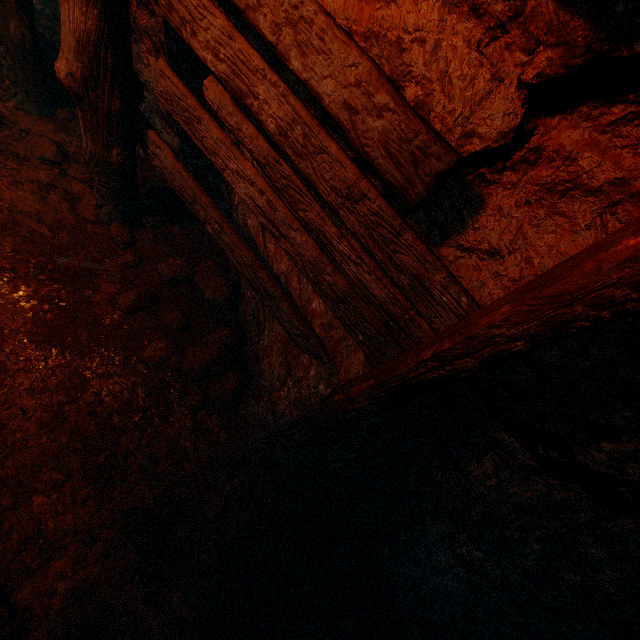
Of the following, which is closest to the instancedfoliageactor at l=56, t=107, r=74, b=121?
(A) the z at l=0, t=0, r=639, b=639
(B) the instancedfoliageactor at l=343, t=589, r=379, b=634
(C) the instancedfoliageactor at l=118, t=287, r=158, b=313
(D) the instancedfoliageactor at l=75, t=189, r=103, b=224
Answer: (A) the z at l=0, t=0, r=639, b=639

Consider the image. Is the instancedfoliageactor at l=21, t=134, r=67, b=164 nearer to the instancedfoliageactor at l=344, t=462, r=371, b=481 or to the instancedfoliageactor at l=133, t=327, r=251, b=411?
the instancedfoliageactor at l=133, t=327, r=251, b=411

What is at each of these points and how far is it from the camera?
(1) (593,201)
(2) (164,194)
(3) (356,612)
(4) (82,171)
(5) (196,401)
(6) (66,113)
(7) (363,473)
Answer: (1) z, 1.02m
(2) instancedfoliageactor, 3.24m
(3) instancedfoliageactor, 2.23m
(4) instancedfoliageactor, 3.06m
(5) instancedfoliageactor, 2.54m
(6) instancedfoliageactor, 3.36m
(7) instancedfoliageactor, 2.88m

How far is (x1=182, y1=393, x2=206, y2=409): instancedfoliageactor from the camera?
2.5 meters

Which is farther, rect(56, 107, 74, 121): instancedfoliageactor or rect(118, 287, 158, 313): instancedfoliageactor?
rect(56, 107, 74, 121): instancedfoliageactor

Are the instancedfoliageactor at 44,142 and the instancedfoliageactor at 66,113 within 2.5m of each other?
yes

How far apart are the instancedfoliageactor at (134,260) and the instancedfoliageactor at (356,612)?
3.2m

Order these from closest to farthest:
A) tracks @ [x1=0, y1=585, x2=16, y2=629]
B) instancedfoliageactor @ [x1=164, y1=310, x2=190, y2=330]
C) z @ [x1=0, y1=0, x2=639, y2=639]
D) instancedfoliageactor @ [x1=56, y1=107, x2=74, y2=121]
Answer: z @ [x1=0, y1=0, x2=639, y2=639]
tracks @ [x1=0, y1=585, x2=16, y2=629]
instancedfoliageactor @ [x1=164, y1=310, x2=190, y2=330]
instancedfoliageactor @ [x1=56, y1=107, x2=74, y2=121]
